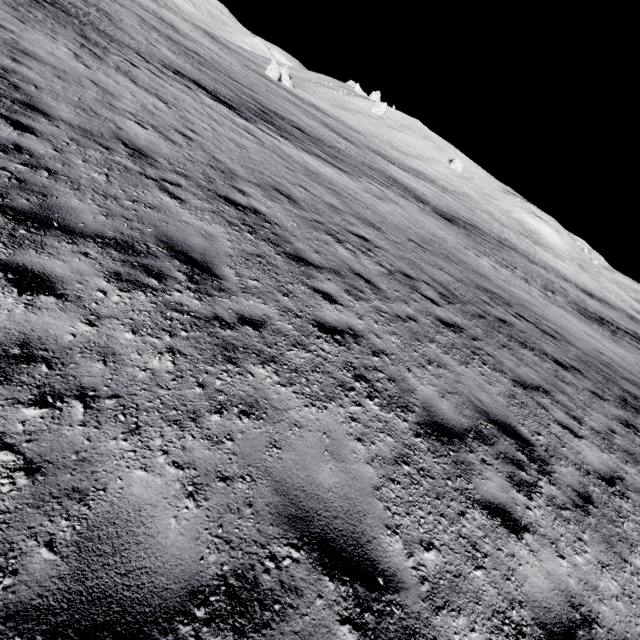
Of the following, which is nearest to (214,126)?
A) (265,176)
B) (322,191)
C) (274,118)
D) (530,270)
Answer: (265,176)
